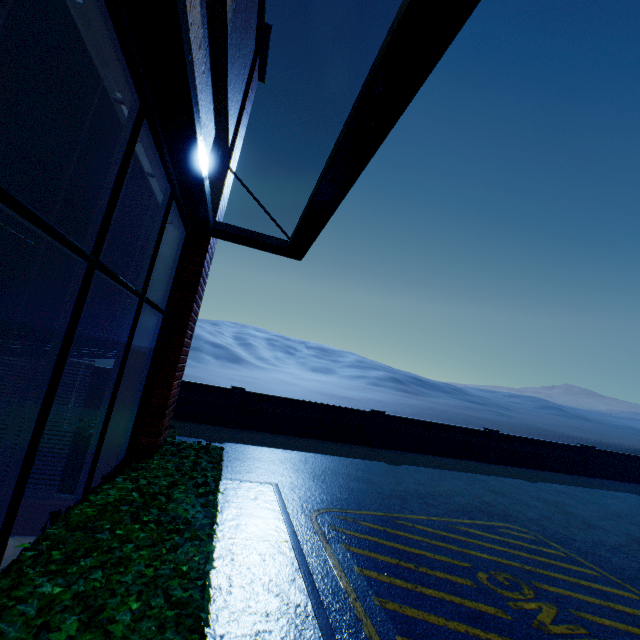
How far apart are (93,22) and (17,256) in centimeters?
127cm

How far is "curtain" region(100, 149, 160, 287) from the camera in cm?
272

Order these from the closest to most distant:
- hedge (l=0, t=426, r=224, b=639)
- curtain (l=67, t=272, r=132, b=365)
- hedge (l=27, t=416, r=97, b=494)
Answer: hedge (l=0, t=426, r=224, b=639) < curtain (l=67, t=272, r=132, b=365) < hedge (l=27, t=416, r=97, b=494)

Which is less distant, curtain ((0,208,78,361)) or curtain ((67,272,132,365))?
curtain ((0,208,78,361))

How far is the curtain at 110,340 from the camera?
2.6m

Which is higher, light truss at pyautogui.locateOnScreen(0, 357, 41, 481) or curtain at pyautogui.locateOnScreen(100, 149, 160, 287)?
curtain at pyautogui.locateOnScreen(100, 149, 160, 287)

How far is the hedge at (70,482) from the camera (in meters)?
3.88
